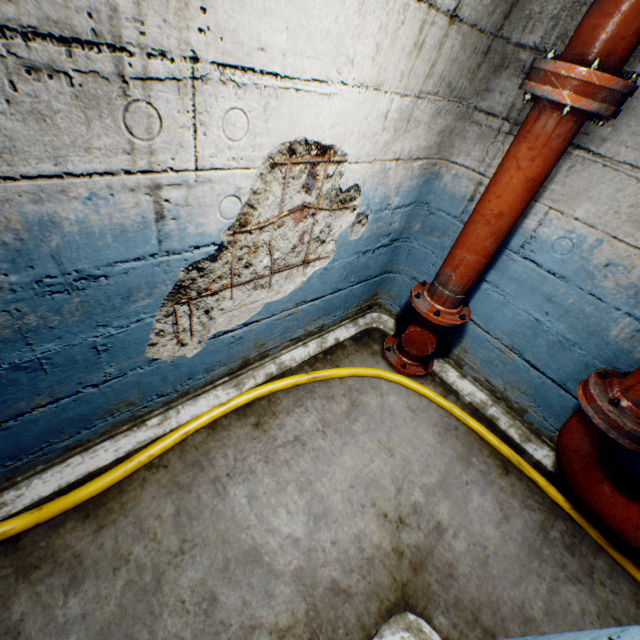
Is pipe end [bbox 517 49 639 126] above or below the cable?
above

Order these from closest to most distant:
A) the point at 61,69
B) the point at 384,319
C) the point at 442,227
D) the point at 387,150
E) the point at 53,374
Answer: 1. the point at 61,69
2. the point at 53,374
3. the point at 387,150
4. the point at 442,227
5. the point at 384,319

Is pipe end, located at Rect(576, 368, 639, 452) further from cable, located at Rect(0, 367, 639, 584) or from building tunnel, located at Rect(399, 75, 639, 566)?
cable, located at Rect(0, 367, 639, 584)

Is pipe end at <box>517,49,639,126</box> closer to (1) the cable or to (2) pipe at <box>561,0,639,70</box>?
(2) pipe at <box>561,0,639,70</box>

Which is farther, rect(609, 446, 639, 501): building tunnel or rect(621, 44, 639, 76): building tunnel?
rect(609, 446, 639, 501): building tunnel

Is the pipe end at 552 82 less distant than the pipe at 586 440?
Yes

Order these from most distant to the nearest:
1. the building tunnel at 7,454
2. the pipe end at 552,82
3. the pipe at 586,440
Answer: the pipe at 586,440, the pipe end at 552,82, the building tunnel at 7,454

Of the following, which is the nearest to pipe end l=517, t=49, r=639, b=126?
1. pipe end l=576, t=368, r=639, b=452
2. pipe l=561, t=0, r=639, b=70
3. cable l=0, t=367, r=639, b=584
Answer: pipe l=561, t=0, r=639, b=70
